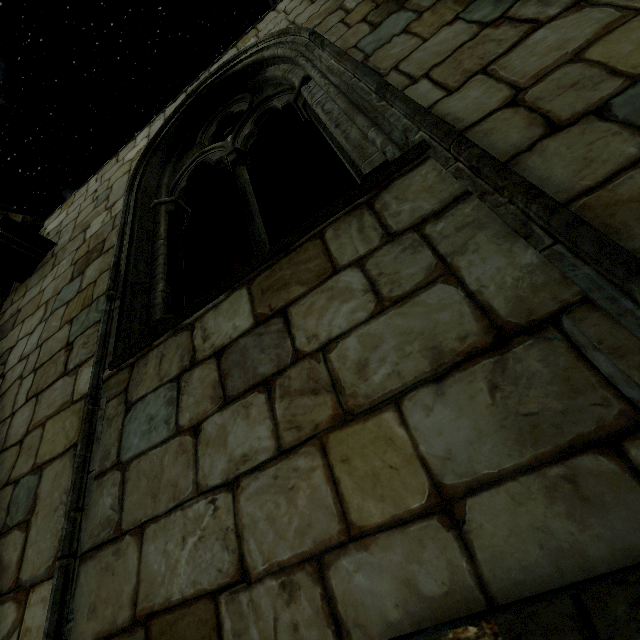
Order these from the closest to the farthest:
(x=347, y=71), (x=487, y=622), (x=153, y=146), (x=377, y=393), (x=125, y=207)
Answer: (x=487, y=622) < (x=377, y=393) < (x=347, y=71) < (x=125, y=207) < (x=153, y=146)
